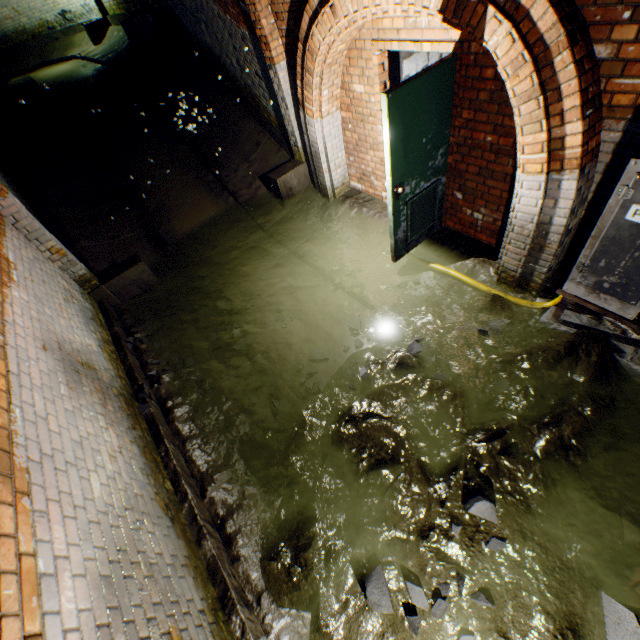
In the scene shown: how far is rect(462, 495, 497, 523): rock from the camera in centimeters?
247cm

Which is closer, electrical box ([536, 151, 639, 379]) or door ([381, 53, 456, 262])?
electrical box ([536, 151, 639, 379])

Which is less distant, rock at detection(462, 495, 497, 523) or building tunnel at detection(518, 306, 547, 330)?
rock at detection(462, 495, 497, 523)

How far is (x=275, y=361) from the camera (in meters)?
4.56

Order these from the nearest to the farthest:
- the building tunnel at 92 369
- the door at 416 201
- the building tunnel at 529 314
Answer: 1. the building tunnel at 92 369
2. the door at 416 201
3. the building tunnel at 529 314

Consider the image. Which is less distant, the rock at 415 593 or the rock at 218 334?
the rock at 415 593

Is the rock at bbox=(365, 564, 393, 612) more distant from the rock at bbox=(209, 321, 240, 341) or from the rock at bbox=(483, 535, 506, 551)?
the rock at bbox=(209, 321, 240, 341)

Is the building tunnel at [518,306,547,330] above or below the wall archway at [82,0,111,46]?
below
